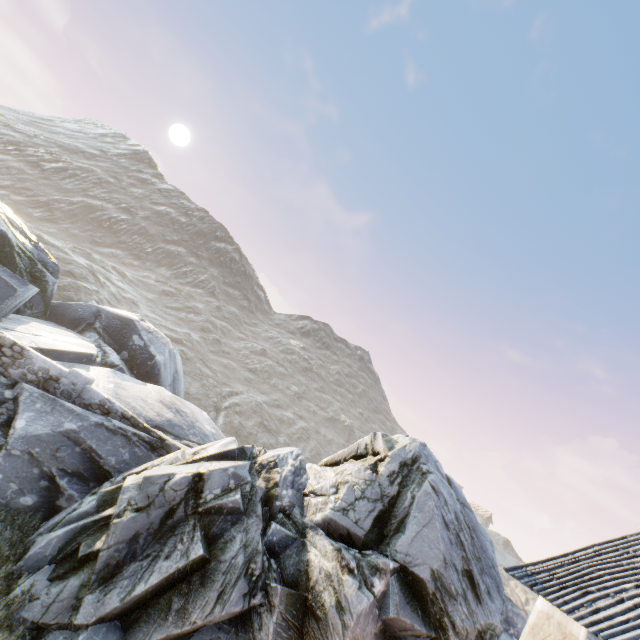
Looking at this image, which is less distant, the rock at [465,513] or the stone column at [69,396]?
the rock at [465,513]

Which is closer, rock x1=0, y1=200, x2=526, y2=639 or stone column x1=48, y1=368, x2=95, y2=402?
rock x1=0, y1=200, x2=526, y2=639

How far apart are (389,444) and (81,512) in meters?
8.2

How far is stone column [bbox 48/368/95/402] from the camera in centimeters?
1049cm

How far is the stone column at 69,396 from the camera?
10.5m
